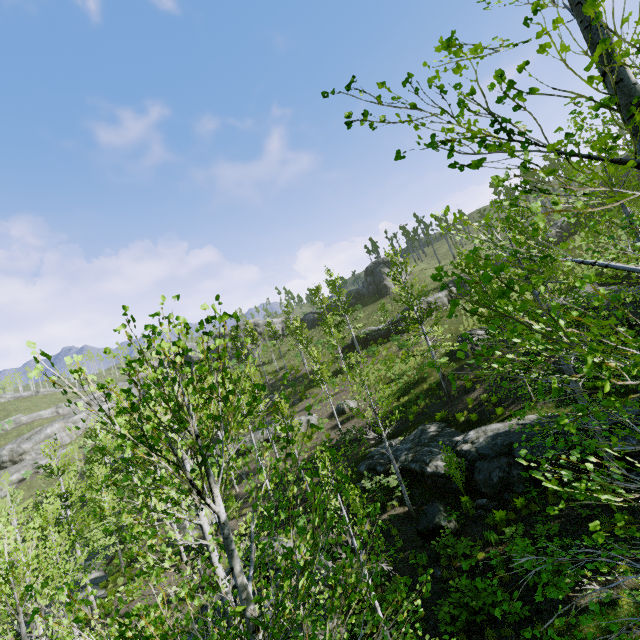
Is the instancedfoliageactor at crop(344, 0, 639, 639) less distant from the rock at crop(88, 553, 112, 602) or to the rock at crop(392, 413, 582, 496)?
the rock at crop(88, 553, 112, 602)

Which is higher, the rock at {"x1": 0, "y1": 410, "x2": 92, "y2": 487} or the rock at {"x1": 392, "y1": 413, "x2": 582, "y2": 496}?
the rock at {"x1": 0, "y1": 410, "x2": 92, "y2": 487}

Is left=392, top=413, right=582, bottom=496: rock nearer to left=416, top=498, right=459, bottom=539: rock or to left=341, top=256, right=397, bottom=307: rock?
left=416, top=498, right=459, bottom=539: rock

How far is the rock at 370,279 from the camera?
52.8m

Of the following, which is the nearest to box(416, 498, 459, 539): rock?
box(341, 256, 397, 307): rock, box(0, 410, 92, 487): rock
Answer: box(341, 256, 397, 307): rock

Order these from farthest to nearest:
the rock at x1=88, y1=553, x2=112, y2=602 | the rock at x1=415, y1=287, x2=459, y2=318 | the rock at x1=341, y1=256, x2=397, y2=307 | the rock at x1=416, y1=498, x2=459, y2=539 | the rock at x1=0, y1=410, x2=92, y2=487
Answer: the rock at x1=341, y1=256, x2=397, y2=307 → the rock at x1=0, y1=410, x2=92, y2=487 → the rock at x1=415, y1=287, x2=459, y2=318 → the rock at x1=88, y1=553, x2=112, y2=602 → the rock at x1=416, y1=498, x2=459, y2=539

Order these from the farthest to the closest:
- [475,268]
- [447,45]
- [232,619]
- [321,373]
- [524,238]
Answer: [321,373]
[475,268]
[524,238]
[232,619]
[447,45]

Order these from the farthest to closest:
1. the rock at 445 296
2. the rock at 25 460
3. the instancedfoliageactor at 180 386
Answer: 1. the rock at 25 460
2. the rock at 445 296
3. the instancedfoliageactor at 180 386
